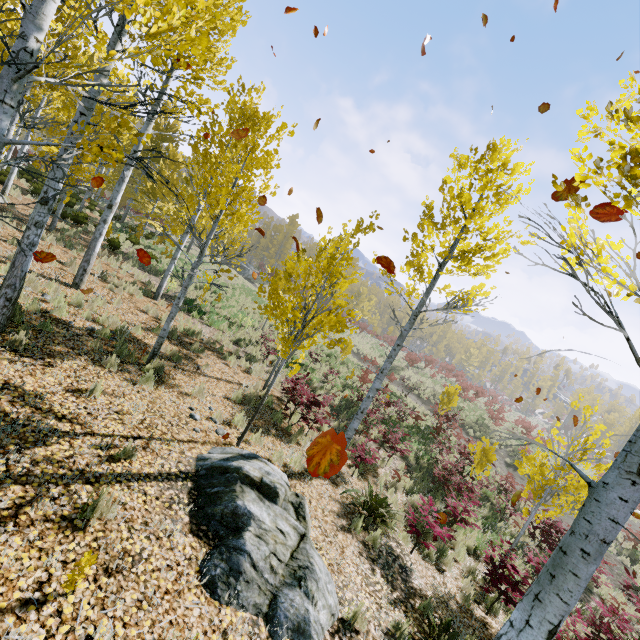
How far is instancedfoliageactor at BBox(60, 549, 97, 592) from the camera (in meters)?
2.75

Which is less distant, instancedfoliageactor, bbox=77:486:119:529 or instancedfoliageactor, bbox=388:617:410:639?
instancedfoliageactor, bbox=77:486:119:529

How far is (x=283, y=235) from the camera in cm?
5034

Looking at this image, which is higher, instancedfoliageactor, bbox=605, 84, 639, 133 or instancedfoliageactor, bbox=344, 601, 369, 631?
instancedfoliageactor, bbox=605, 84, 639, 133

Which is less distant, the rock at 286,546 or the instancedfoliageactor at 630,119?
the instancedfoliageactor at 630,119

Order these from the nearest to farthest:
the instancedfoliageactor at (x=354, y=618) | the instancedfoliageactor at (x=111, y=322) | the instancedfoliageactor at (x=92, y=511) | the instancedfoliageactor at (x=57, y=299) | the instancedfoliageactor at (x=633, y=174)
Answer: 1. the instancedfoliageactor at (x=633, y=174)
2. the instancedfoliageactor at (x=92, y=511)
3. the instancedfoliageactor at (x=354, y=618)
4. the instancedfoliageactor at (x=111, y=322)
5. the instancedfoliageactor at (x=57, y=299)
